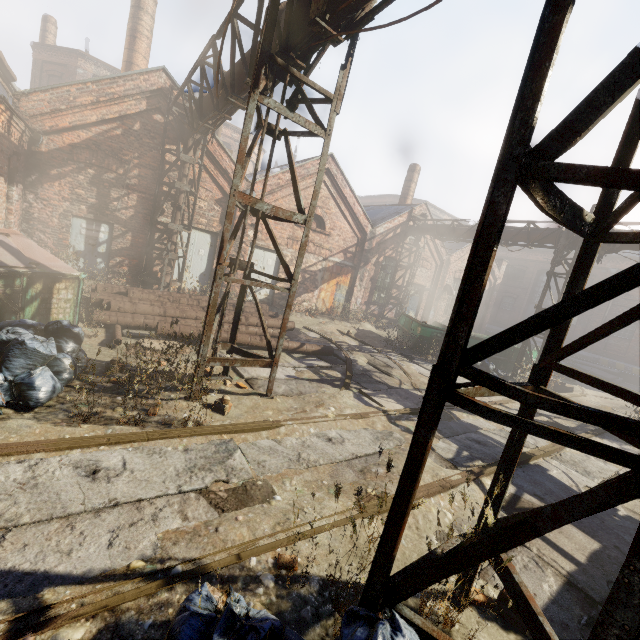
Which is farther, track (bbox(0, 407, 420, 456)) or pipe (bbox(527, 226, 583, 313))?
pipe (bbox(527, 226, 583, 313))

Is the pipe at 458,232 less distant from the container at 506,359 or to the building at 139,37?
the container at 506,359

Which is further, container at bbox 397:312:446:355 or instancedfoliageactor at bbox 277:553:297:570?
container at bbox 397:312:446:355

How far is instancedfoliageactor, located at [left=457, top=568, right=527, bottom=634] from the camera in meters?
2.4

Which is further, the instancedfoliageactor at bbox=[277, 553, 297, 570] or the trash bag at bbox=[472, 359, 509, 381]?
the trash bag at bbox=[472, 359, 509, 381]

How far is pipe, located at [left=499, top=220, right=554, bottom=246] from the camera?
13.1m

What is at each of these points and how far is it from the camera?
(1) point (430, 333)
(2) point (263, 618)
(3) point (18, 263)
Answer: (1) container, 13.0 meters
(2) trash bag, 1.9 meters
(3) trash container, 5.0 meters

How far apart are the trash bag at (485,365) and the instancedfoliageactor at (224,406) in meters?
9.8
